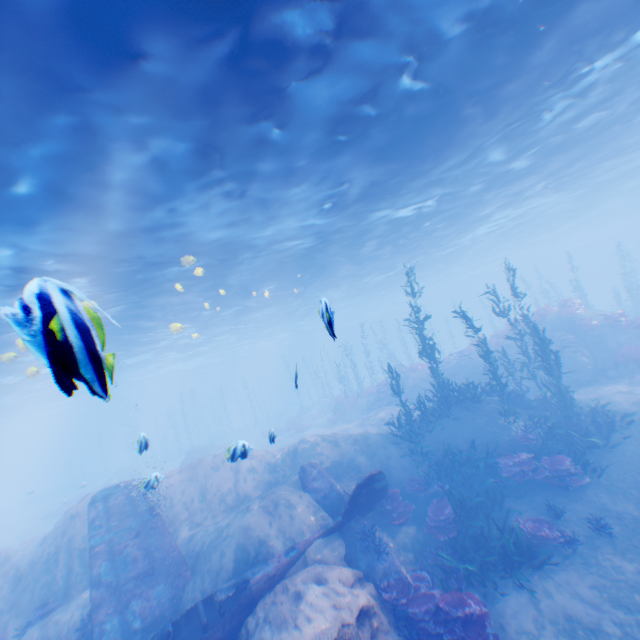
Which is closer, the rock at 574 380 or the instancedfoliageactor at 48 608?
the instancedfoliageactor at 48 608

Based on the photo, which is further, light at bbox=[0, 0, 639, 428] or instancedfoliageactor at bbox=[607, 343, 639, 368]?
instancedfoliageactor at bbox=[607, 343, 639, 368]

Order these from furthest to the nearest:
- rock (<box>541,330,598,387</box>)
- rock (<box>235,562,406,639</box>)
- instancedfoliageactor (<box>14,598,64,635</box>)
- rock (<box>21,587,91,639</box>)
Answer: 1. rock (<box>541,330,598,387</box>)
2. instancedfoliageactor (<box>14,598,64,635</box>)
3. rock (<box>21,587,91,639</box>)
4. rock (<box>235,562,406,639</box>)

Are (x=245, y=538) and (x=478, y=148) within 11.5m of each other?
no

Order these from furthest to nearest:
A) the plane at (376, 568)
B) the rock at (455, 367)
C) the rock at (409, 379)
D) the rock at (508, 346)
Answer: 1. the rock at (409, 379)
2. the rock at (455, 367)
3. the rock at (508, 346)
4. the plane at (376, 568)

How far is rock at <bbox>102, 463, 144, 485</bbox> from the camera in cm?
3528

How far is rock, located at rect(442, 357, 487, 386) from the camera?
22.67m

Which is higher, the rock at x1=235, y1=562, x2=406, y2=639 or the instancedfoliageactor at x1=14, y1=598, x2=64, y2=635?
the instancedfoliageactor at x1=14, y1=598, x2=64, y2=635
